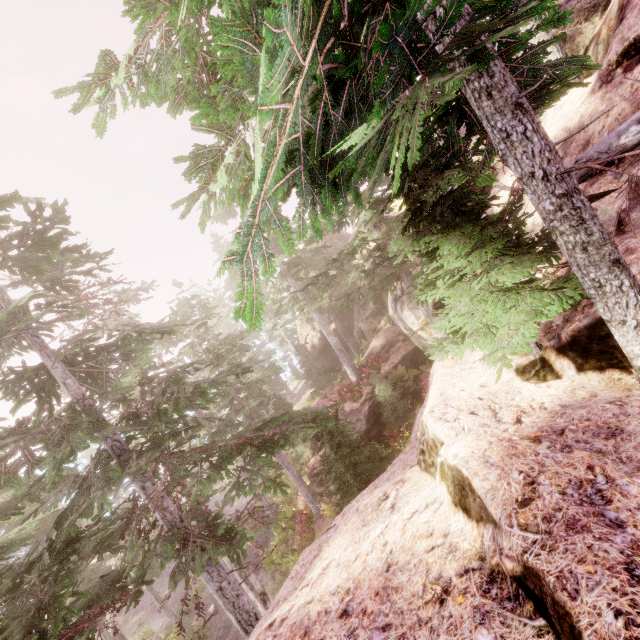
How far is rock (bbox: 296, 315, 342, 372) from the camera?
33.0 meters

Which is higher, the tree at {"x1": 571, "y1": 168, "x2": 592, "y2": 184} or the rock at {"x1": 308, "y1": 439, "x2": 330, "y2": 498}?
the tree at {"x1": 571, "y1": 168, "x2": 592, "y2": 184}

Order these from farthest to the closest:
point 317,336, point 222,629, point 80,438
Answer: point 317,336, point 222,629, point 80,438

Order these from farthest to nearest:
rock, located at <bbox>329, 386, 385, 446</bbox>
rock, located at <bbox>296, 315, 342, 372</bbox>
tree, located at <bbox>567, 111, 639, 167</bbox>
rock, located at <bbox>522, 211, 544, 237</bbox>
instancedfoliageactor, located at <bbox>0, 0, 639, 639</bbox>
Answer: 1. rock, located at <bbox>296, 315, 342, 372</bbox>
2. rock, located at <bbox>329, 386, 385, 446</bbox>
3. rock, located at <bbox>522, 211, 544, 237</bbox>
4. tree, located at <bbox>567, 111, 639, 167</bbox>
5. instancedfoliageactor, located at <bbox>0, 0, 639, 639</bbox>

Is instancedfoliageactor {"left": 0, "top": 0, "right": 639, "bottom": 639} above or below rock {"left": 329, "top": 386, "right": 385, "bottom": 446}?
above

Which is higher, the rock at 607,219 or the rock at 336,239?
the rock at 336,239

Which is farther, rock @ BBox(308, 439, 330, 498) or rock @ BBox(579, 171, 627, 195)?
rock @ BBox(308, 439, 330, 498)

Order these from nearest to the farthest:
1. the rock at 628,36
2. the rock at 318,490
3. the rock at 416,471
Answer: the rock at 416,471, the rock at 628,36, the rock at 318,490
